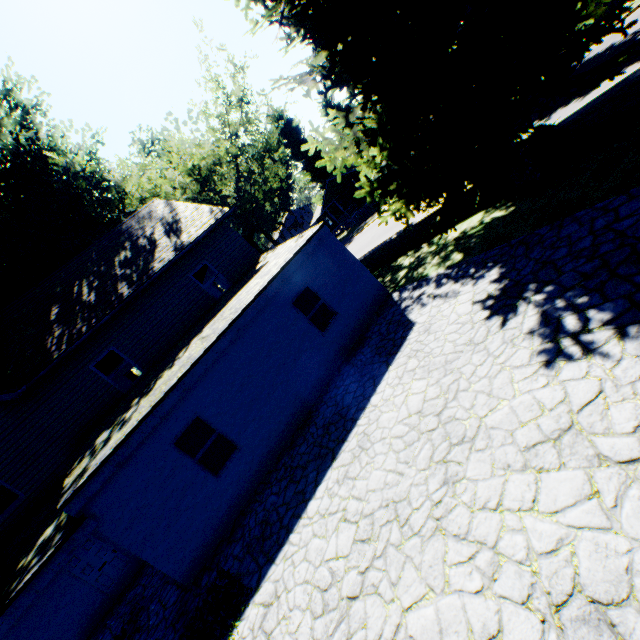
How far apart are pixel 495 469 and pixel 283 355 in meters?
6.6 m

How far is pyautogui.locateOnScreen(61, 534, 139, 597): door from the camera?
10.53m

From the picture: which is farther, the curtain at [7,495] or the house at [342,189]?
the house at [342,189]

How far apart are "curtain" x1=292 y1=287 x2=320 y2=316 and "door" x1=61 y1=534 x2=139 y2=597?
10.11m

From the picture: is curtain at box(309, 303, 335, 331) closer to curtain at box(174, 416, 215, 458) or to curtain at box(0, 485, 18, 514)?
curtain at box(174, 416, 215, 458)

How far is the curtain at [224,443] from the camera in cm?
847

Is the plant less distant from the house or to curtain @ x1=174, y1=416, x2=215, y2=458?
the house

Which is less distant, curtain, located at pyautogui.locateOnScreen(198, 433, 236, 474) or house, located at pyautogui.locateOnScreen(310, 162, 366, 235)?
curtain, located at pyautogui.locateOnScreen(198, 433, 236, 474)
